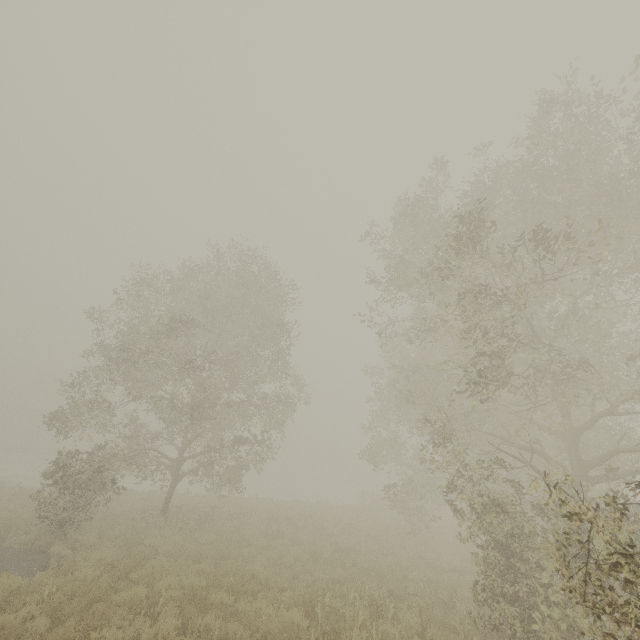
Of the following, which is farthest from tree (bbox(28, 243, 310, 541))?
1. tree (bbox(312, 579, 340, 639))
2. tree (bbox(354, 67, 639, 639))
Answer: tree (bbox(354, 67, 639, 639))

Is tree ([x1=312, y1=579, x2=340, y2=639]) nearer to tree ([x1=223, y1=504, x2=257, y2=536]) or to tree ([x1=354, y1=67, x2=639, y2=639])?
tree ([x1=223, y1=504, x2=257, y2=536])

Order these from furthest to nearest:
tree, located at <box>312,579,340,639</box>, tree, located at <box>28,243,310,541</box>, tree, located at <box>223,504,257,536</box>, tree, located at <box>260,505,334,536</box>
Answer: tree, located at <box>260,505,334,536</box>
tree, located at <box>223,504,257,536</box>
tree, located at <box>28,243,310,541</box>
tree, located at <box>312,579,340,639</box>

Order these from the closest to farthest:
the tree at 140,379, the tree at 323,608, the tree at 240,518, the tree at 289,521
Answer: the tree at 323,608 < the tree at 140,379 < the tree at 240,518 < the tree at 289,521

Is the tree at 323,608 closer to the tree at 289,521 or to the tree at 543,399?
the tree at 289,521

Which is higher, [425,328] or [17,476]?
[425,328]
